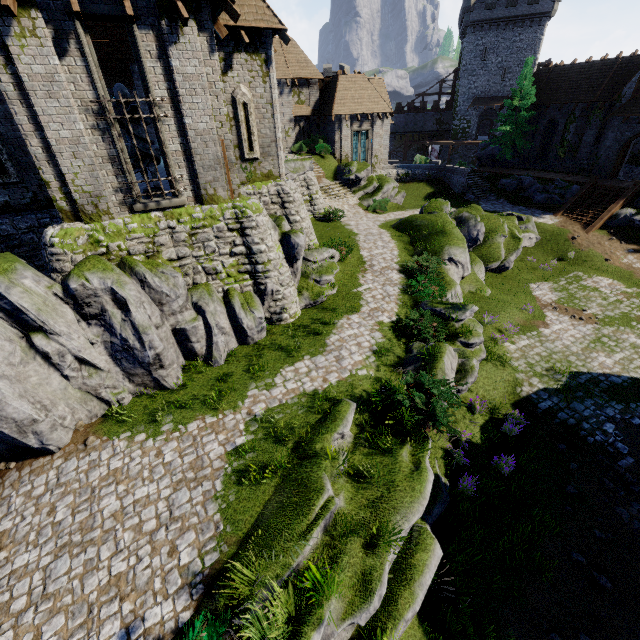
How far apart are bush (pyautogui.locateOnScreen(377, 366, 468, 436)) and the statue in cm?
1173

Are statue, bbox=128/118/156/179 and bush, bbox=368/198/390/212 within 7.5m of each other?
no

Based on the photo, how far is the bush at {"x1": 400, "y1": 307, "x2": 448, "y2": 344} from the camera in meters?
13.2

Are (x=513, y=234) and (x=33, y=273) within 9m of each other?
no

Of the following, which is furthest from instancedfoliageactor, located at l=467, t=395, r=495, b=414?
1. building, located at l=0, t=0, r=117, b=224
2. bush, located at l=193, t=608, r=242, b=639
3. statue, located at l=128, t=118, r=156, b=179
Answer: statue, located at l=128, t=118, r=156, b=179

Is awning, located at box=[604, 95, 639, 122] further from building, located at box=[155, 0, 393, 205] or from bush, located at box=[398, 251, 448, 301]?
bush, located at box=[398, 251, 448, 301]

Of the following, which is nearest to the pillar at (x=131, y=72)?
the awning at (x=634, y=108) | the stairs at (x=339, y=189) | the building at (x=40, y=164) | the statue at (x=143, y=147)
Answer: the building at (x=40, y=164)

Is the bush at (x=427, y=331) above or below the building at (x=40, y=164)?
below
